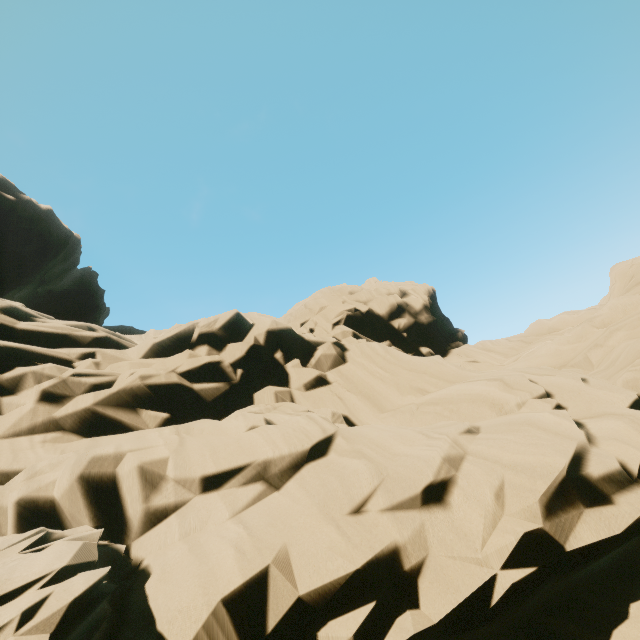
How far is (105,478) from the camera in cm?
679
